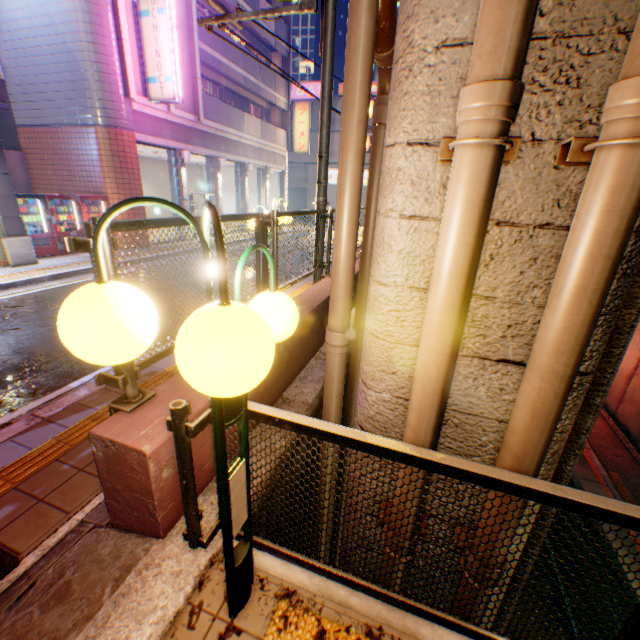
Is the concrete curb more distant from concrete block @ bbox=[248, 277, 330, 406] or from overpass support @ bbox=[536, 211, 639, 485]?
overpass support @ bbox=[536, 211, 639, 485]

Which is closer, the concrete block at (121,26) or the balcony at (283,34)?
the concrete block at (121,26)

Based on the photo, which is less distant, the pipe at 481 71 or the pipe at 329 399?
the pipe at 481 71

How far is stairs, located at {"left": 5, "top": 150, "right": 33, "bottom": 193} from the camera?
13.20m

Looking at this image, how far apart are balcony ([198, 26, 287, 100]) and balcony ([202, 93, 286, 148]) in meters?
1.9 m

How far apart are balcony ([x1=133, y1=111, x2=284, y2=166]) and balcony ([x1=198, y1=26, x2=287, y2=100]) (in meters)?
3.55

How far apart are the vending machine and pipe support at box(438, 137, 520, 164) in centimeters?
1339cm

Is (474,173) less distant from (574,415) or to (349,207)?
(349,207)
